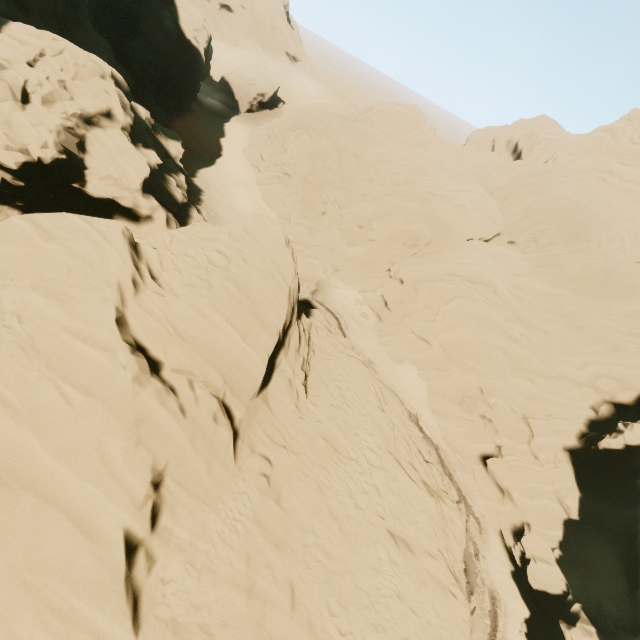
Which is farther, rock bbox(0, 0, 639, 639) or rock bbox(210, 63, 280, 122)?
rock bbox(210, 63, 280, 122)

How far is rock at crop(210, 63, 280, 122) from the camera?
54.94m

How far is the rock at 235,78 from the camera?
A: 54.94m

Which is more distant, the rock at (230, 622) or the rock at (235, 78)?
the rock at (235, 78)

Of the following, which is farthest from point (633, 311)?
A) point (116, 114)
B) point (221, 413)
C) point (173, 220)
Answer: point (116, 114)
